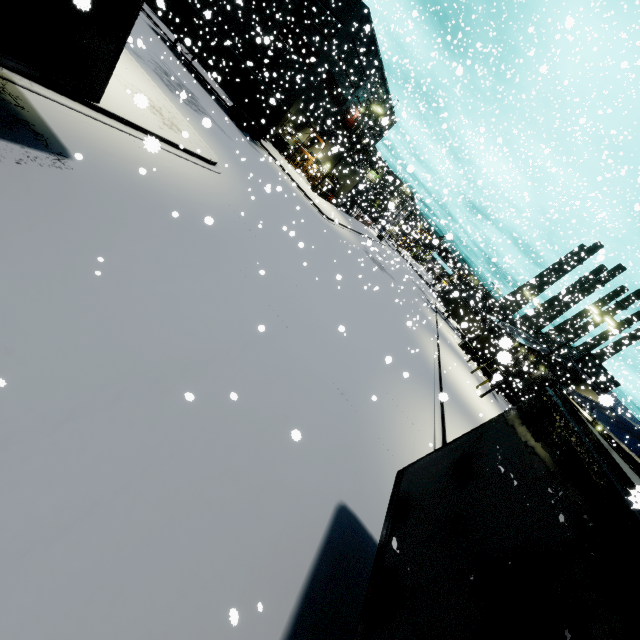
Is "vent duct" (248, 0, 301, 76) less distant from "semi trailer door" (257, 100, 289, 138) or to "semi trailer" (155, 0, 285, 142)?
"semi trailer" (155, 0, 285, 142)

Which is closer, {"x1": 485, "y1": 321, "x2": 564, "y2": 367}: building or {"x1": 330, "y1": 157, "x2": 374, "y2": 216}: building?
{"x1": 485, "y1": 321, "x2": 564, "y2": 367}: building

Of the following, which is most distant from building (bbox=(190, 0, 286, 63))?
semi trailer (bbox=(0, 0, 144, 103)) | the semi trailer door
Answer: the semi trailer door

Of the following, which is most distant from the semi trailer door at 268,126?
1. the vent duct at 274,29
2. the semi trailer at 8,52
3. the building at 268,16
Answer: the building at 268,16

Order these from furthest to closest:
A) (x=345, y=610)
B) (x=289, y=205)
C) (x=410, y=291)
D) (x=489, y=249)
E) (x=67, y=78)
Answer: (x=410, y=291), (x=489, y=249), (x=289, y=205), (x=67, y=78), (x=345, y=610)

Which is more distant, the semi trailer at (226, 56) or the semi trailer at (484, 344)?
the semi trailer at (484, 344)

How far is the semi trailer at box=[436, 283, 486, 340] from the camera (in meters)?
32.79

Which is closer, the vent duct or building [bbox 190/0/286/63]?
the vent duct
